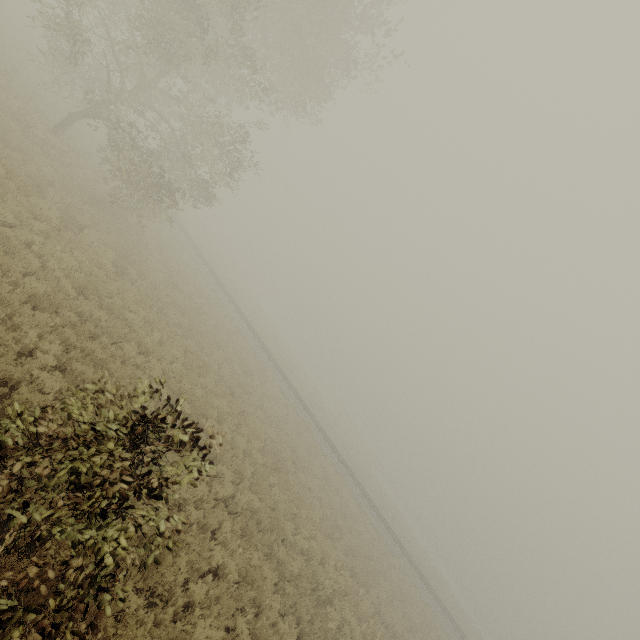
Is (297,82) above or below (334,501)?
above
